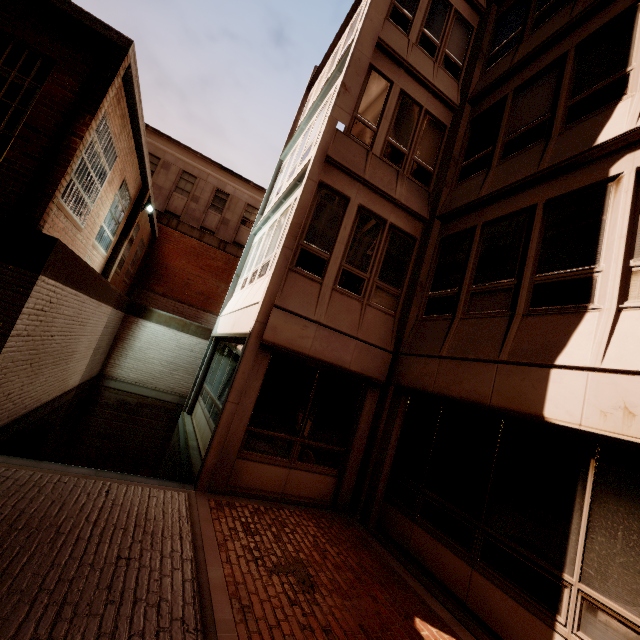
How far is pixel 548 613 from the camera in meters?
4.0 m
